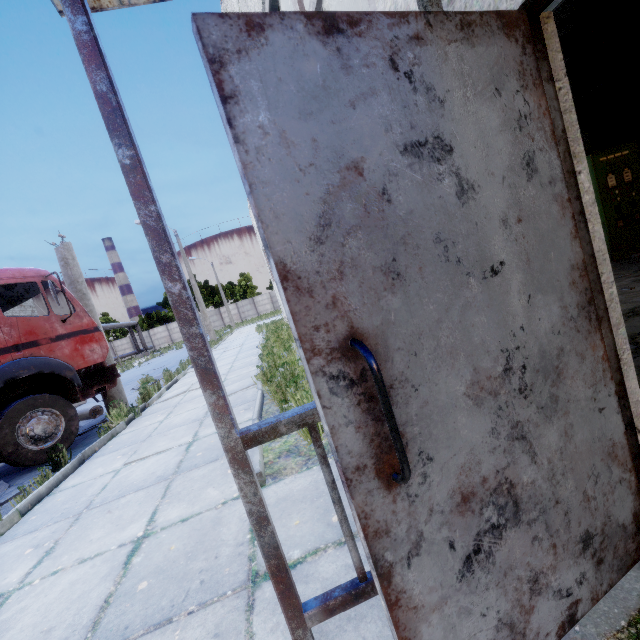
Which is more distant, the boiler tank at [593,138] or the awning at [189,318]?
the boiler tank at [593,138]

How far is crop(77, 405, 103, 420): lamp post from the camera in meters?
9.0

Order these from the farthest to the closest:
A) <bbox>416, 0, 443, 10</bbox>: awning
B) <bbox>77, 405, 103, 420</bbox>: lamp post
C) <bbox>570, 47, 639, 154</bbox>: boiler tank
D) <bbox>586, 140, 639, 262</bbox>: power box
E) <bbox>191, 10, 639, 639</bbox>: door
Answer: <bbox>77, 405, 103, 420</bbox>: lamp post → <bbox>570, 47, 639, 154</bbox>: boiler tank → <bbox>586, 140, 639, 262</bbox>: power box → <bbox>416, 0, 443, 10</bbox>: awning → <bbox>191, 10, 639, 639</bbox>: door

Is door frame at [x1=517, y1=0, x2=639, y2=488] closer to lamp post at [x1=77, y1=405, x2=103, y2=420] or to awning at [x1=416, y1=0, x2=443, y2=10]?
awning at [x1=416, y1=0, x2=443, y2=10]

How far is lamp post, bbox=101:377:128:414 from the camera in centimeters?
805cm

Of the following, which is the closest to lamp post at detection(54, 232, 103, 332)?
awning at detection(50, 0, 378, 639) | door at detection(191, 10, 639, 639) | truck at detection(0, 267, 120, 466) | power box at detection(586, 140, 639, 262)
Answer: truck at detection(0, 267, 120, 466)

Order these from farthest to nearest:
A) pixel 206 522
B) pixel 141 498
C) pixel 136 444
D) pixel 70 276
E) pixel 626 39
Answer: pixel 626 39
pixel 70 276
pixel 136 444
pixel 141 498
pixel 206 522

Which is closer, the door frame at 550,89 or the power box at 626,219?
the door frame at 550,89
